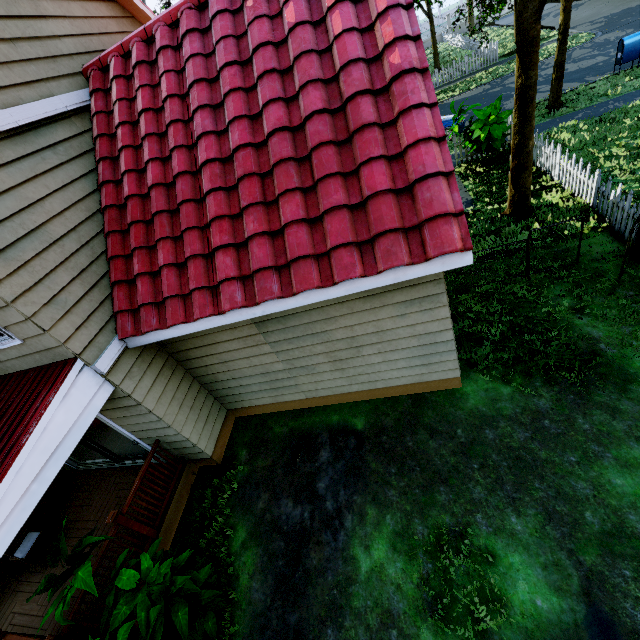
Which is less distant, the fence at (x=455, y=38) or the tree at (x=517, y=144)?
the tree at (x=517, y=144)

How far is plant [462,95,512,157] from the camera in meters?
10.0

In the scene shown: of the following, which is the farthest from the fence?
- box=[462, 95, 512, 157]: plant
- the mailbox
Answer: the mailbox

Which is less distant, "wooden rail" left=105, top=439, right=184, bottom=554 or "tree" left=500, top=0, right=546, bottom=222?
"wooden rail" left=105, top=439, right=184, bottom=554

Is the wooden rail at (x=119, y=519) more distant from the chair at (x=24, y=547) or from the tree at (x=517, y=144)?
the tree at (x=517, y=144)

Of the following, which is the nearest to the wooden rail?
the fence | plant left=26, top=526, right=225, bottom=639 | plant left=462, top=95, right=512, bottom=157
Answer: plant left=26, top=526, right=225, bottom=639

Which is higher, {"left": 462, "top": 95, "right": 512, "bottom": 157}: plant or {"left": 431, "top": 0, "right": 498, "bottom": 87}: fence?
{"left": 462, "top": 95, "right": 512, "bottom": 157}: plant

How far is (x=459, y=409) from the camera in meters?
5.6
